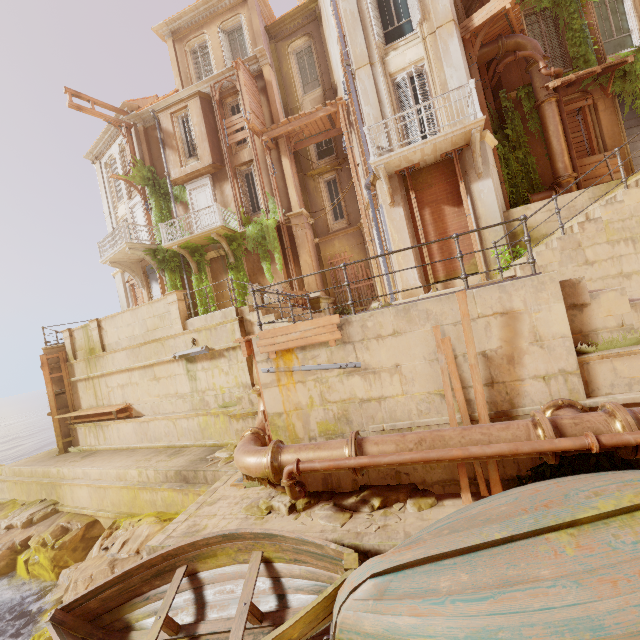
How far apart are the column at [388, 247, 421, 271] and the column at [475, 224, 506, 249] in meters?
1.3

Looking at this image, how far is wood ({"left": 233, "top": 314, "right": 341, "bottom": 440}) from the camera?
5.9m

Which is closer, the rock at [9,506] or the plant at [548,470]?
the plant at [548,470]

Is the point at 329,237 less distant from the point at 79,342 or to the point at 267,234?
the point at 267,234

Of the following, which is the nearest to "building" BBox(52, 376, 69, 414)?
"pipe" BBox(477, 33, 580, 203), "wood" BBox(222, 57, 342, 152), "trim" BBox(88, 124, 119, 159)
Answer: "pipe" BBox(477, 33, 580, 203)

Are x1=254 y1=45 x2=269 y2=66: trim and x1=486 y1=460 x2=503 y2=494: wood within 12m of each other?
no

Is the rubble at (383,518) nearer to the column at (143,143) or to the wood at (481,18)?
the wood at (481,18)

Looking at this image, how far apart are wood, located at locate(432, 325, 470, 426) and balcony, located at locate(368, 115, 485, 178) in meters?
6.7
